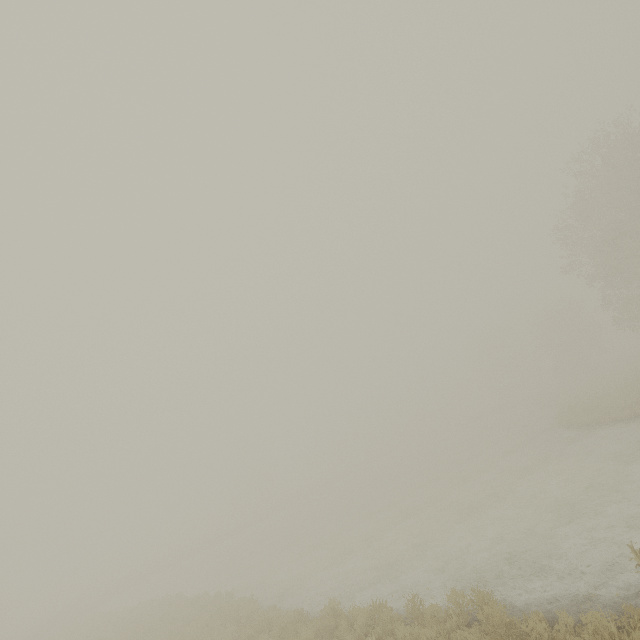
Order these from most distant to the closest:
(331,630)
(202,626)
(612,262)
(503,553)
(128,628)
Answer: (612,262) → (128,628) → (202,626) → (503,553) → (331,630)
